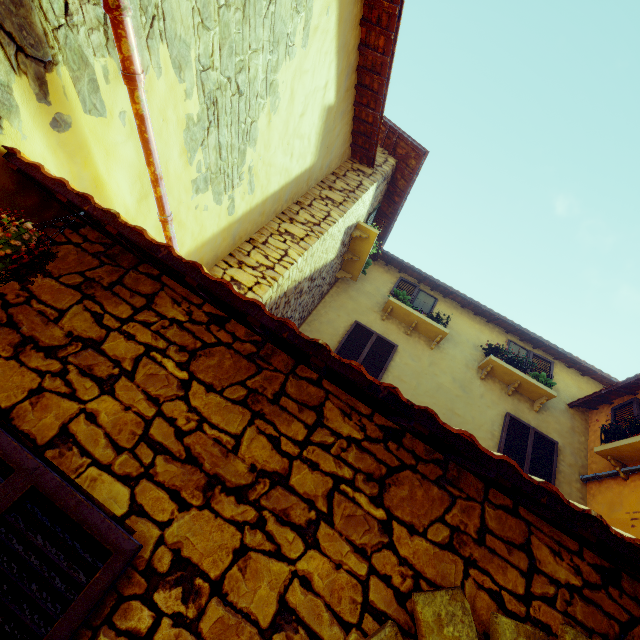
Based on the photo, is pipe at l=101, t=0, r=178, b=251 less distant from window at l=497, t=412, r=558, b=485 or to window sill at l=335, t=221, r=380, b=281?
window sill at l=335, t=221, r=380, b=281

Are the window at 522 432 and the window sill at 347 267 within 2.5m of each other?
no

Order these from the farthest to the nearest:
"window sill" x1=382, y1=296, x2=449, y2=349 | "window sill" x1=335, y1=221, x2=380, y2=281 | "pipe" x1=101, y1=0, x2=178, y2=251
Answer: "window sill" x1=382, y1=296, x2=449, y2=349, "window sill" x1=335, y1=221, x2=380, y2=281, "pipe" x1=101, y1=0, x2=178, y2=251

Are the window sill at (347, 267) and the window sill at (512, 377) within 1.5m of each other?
no

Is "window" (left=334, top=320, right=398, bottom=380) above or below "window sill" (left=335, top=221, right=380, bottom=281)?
below

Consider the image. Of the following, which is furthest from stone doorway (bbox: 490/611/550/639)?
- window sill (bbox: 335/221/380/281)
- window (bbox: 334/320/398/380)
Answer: window sill (bbox: 335/221/380/281)

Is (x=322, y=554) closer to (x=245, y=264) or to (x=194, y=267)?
(x=194, y=267)

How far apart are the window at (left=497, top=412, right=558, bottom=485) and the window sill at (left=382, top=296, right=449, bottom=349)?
1.9m
